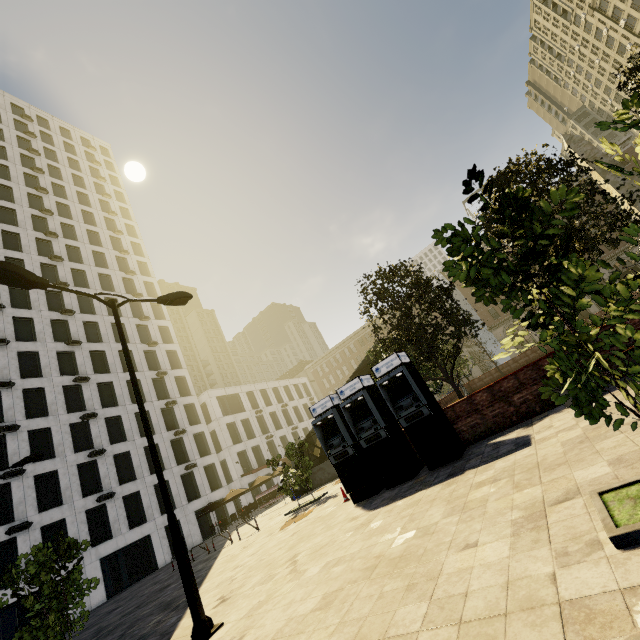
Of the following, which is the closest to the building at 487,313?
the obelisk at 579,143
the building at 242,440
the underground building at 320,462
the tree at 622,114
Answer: the tree at 622,114

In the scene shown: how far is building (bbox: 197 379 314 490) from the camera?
41.3 meters

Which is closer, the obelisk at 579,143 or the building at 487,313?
the obelisk at 579,143

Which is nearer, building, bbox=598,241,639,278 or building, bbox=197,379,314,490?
building, bbox=197,379,314,490

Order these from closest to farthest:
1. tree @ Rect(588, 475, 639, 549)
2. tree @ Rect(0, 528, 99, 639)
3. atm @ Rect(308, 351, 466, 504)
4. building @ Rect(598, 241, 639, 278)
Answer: tree @ Rect(588, 475, 639, 549) → tree @ Rect(0, 528, 99, 639) → atm @ Rect(308, 351, 466, 504) → building @ Rect(598, 241, 639, 278)

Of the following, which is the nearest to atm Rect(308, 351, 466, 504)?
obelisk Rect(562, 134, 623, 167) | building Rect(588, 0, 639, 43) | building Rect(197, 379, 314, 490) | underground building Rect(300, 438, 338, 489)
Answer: underground building Rect(300, 438, 338, 489)

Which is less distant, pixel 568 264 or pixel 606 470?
pixel 568 264

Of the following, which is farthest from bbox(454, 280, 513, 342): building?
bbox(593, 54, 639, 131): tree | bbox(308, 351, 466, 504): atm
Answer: bbox(308, 351, 466, 504): atm
